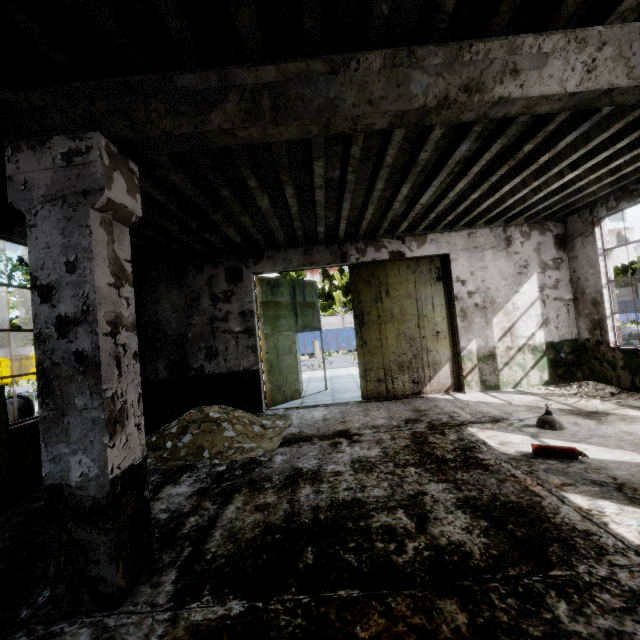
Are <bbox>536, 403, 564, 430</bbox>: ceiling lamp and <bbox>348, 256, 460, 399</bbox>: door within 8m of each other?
yes

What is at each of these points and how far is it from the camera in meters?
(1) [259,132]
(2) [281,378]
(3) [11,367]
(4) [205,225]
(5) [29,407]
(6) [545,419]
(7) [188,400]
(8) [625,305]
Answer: (1) column beam, 2.9 m
(2) door, 9.6 m
(3) garbage container, 29.0 m
(4) ceiling lamp, 5.7 m
(5) pipe cap, 7.6 m
(6) ceiling lamp, 5.6 m
(7) gas tank, 8.3 m
(8) garbage container, 28.7 m

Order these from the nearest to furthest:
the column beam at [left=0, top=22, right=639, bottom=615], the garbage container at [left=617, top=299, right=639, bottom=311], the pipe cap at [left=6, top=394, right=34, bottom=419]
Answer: the column beam at [left=0, top=22, right=639, bottom=615], the pipe cap at [left=6, top=394, right=34, bottom=419], the garbage container at [left=617, top=299, right=639, bottom=311]

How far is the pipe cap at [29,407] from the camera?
7.5 meters

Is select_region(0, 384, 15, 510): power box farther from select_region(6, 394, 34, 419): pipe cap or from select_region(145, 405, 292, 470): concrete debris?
select_region(6, 394, 34, 419): pipe cap

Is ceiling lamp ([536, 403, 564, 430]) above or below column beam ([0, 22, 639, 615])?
below

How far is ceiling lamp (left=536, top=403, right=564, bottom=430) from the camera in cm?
548

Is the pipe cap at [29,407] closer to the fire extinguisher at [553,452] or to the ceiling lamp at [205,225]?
the ceiling lamp at [205,225]
